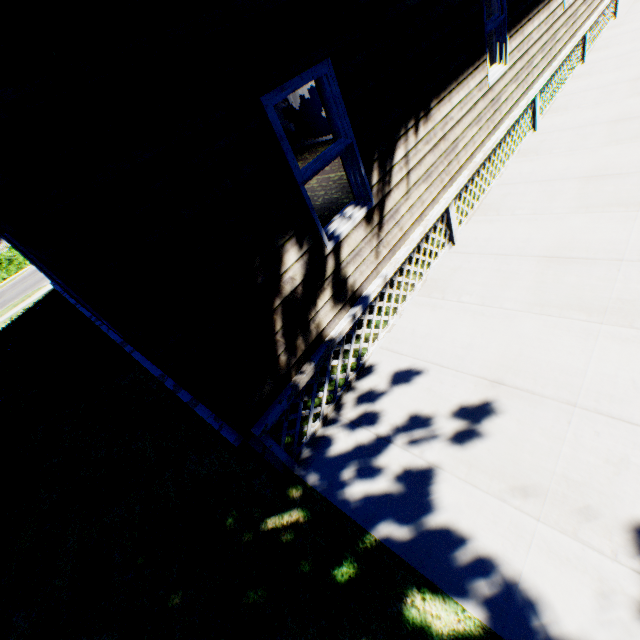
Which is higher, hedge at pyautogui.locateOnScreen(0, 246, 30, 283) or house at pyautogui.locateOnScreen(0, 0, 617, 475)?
house at pyautogui.locateOnScreen(0, 0, 617, 475)

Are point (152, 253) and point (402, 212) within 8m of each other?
yes

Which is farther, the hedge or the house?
the hedge

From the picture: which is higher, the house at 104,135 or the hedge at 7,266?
the house at 104,135

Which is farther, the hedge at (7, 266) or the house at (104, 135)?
the hedge at (7, 266)
